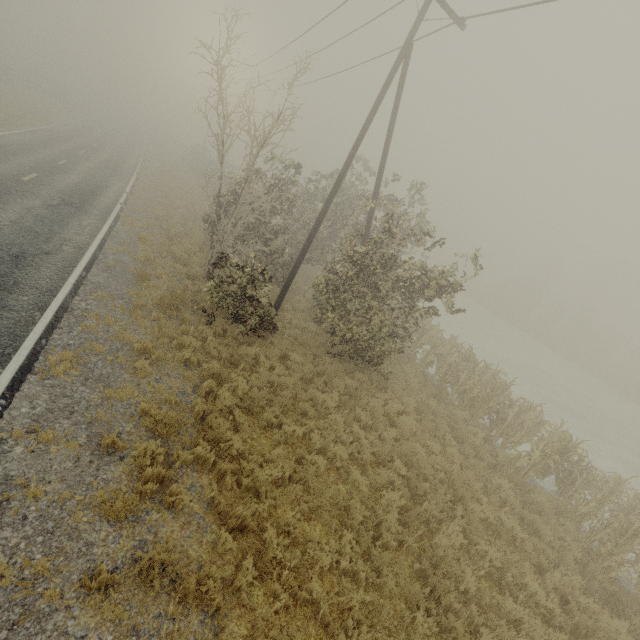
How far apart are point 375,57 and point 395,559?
Result: 18.3 meters

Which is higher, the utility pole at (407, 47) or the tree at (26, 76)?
the utility pole at (407, 47)

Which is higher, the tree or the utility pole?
the utility pole

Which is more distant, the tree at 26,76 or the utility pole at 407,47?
the tree at 26,76

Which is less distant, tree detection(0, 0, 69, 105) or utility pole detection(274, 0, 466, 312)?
utility pole detection(274, 0, 466, 312)
